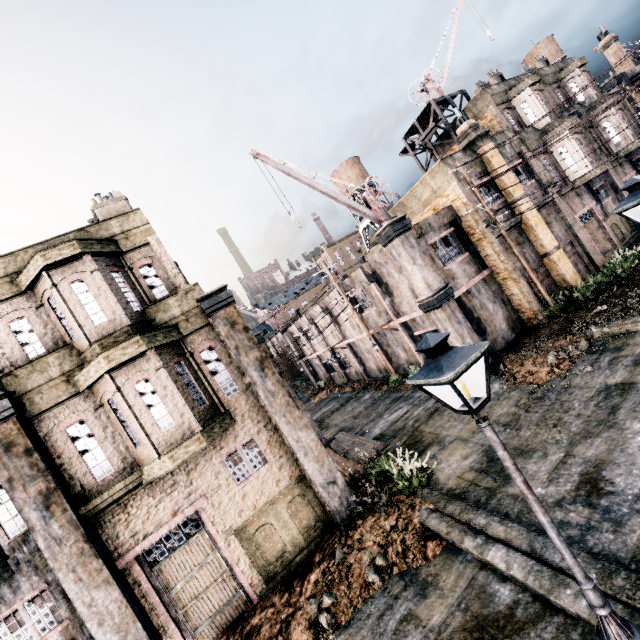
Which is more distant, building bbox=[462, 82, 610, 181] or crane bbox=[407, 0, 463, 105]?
crane bbox=[407, 0, 463, 105]

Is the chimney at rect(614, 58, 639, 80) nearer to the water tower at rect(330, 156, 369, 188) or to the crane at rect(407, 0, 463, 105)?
the crane at rect(407, 0, 463, 105)

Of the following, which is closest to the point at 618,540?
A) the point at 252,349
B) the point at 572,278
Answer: the point at 252,349

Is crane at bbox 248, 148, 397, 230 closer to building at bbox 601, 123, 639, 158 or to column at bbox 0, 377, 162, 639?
column at bbox 0, 377, 162, 639

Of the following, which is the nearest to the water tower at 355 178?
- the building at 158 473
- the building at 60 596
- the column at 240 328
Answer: the building at 158 473

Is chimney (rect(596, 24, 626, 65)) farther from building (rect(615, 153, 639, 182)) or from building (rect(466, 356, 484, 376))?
building (rect(466, 356, 484, 376))

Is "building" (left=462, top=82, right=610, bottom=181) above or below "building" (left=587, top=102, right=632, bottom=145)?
above

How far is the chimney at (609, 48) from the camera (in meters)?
32.91
